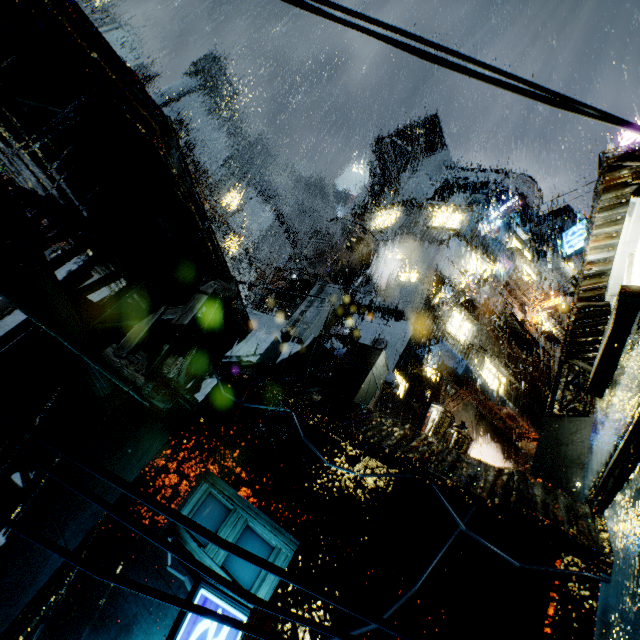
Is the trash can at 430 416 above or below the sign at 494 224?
below

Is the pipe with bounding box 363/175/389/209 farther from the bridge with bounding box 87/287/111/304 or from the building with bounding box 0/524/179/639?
the bridge with bounding box 87/287/111/304

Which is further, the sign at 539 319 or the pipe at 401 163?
the pipe at 401 163

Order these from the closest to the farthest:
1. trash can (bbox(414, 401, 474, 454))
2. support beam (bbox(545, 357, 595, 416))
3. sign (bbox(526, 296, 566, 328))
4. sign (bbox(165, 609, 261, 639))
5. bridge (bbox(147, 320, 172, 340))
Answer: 1. sign (bbox(165, 609, 261, 639))
2. trash can (bbox(414, 401, 474, 454))
3. support beam (bbox(545, 357, 595, 416))
4. bridge (bbox(147, 320, 172, 340))
5. sign (bbox(526, 296, 566, 328))

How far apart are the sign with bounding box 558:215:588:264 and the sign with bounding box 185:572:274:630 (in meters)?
14.55

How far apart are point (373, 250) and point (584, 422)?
18.51m

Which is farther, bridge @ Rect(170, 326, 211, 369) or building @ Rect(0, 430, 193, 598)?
bridge @ Rect(170, 326, 211, 369)

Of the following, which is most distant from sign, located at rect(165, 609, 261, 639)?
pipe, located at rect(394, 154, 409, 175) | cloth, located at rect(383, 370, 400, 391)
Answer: pipe, located at rect(394, 154, 409, 175)
